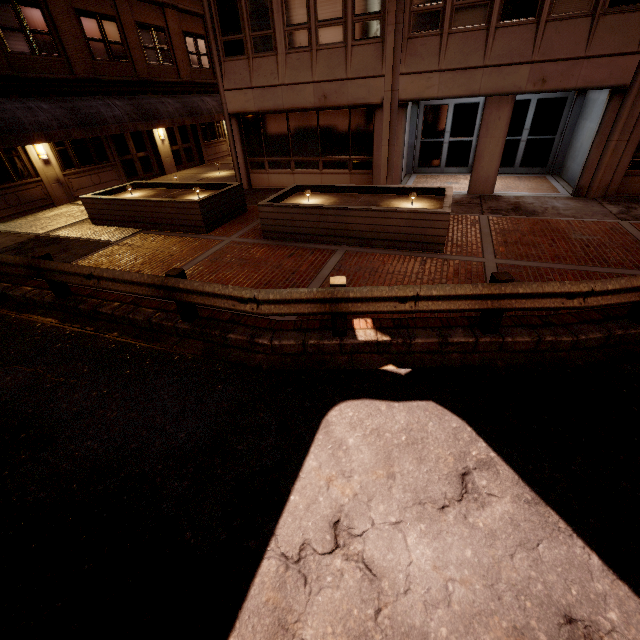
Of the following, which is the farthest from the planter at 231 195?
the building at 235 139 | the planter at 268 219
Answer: the building at 235 139

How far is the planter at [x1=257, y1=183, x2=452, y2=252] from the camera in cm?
768

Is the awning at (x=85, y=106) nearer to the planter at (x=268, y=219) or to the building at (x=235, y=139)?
the building at (x=235, y=139)

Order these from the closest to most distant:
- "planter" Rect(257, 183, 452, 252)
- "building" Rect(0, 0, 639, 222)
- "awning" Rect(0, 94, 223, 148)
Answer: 1. "planter" Rect(257, 183, 452, 252)
2. "building" Rect(0, 0, 639, 222)
3. "awning" Rect(0, 94, 223, 148)

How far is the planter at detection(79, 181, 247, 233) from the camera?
9.9 meters

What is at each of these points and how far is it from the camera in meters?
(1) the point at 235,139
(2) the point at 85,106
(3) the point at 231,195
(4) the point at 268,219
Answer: (1) building, 14.0
(2) awning, 13.9
(3) planter, 10.9
(4) planter, 9.0

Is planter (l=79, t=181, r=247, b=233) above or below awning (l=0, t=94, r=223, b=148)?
below

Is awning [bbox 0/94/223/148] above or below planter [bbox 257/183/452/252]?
above
